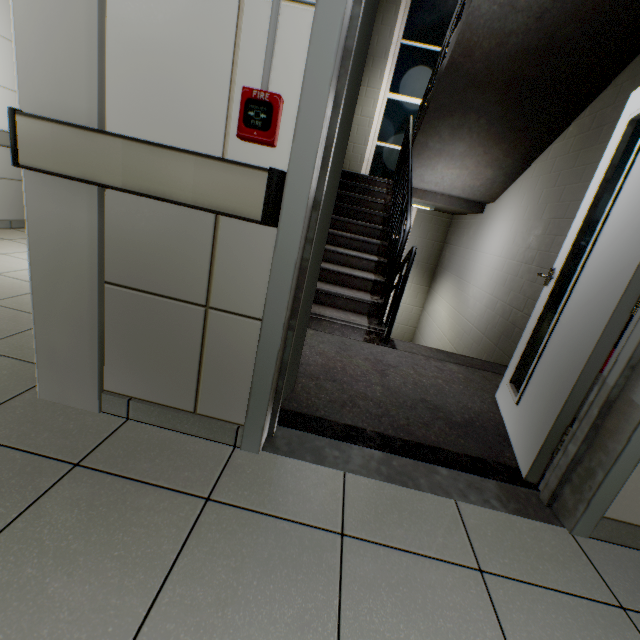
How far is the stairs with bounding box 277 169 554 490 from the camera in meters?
1.7 m

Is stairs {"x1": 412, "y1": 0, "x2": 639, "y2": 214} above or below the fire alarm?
above

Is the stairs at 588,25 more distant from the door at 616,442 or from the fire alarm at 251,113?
the fire alarm at 251,113

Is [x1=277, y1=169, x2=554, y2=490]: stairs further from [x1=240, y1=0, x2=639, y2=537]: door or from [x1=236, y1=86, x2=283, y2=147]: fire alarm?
[x1=236, y1=86, x2=283, y2=147]: fire alarm

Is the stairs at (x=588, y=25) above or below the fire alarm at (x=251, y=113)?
above

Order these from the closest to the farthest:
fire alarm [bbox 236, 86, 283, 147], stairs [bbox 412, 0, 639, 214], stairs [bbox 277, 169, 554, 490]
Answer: fire alarm [bbox 236, 86, 283, 147]
stairs [bbox 277, 169, 554, 490]
stairs [bbox 412, 0, 639, 214]

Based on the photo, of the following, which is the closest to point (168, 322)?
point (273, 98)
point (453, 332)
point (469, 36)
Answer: point (273, 98)
